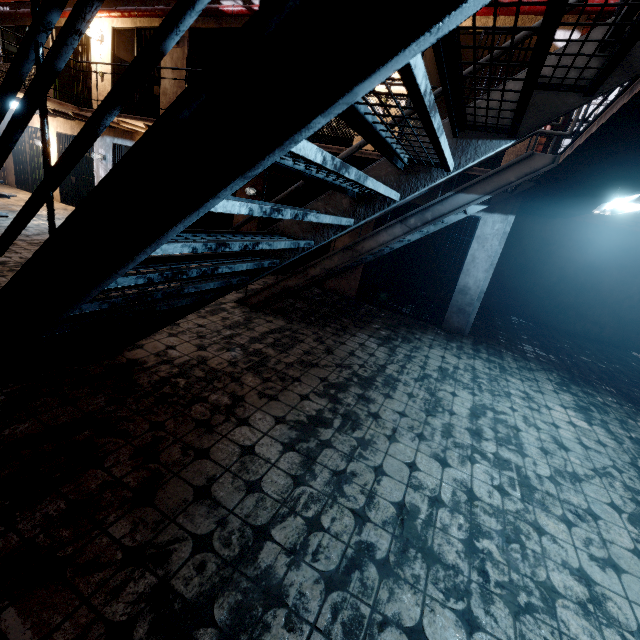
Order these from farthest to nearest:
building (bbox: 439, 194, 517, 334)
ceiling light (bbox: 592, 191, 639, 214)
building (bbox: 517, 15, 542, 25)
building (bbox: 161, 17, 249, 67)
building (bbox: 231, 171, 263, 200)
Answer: building (bbox: 231, 171, 263, 200), building (bbox: 161, 17, 249, 67), building (bbox: 439, 194, 517, 334), building (bbox: 517, 15, 542, 25), ceiling light (bbox: 592, 191, 639, 214)

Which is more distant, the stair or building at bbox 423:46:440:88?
building at bbox 423:46:440:88

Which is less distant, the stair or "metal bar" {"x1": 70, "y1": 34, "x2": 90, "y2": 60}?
the stair

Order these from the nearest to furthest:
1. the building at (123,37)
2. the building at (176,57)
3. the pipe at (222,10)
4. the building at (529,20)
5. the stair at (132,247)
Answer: the stair at (132,247)
the building at (529,20)
the pipe at (222,10)
the building at (176,57)
the building at (123,37)

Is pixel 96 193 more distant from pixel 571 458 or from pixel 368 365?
pixel 571 458

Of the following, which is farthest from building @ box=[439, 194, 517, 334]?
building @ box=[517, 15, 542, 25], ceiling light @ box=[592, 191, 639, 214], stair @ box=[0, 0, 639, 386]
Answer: stair @ box=[0, 0, 639, 386]

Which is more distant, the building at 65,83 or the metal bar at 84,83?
the building at 65,83

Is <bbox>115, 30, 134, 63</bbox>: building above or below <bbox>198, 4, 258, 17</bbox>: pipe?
below
